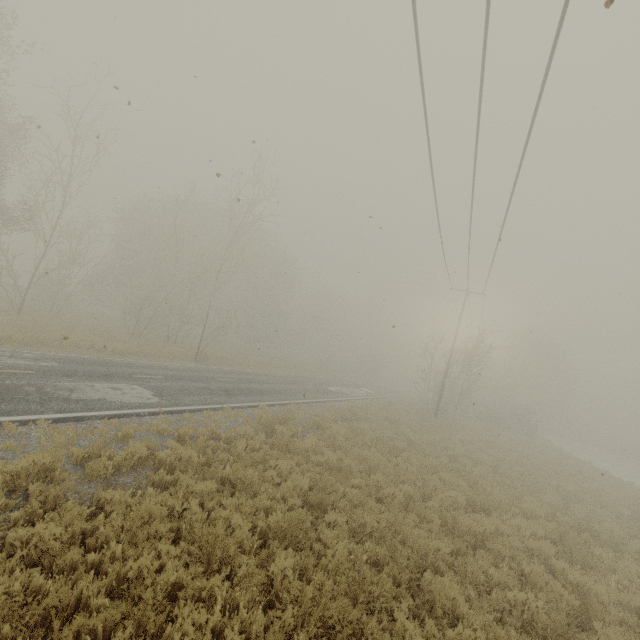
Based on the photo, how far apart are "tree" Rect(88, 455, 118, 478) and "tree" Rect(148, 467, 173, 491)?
1.0m

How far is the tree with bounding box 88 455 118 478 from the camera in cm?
637

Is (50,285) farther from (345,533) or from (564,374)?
(564,374)

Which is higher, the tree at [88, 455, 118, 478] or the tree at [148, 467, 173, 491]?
the tree at [88, 455, 118, 478]

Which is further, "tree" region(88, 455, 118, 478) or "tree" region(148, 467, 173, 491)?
"tree" region(148, 467, 173, 491)

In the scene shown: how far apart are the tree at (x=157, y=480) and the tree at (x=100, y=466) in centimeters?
97cm

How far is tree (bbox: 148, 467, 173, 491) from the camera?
6.9 meters

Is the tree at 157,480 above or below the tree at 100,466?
below
